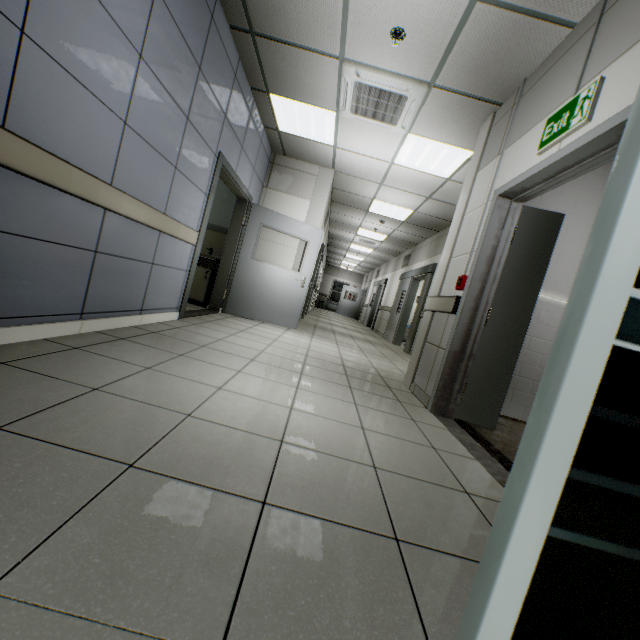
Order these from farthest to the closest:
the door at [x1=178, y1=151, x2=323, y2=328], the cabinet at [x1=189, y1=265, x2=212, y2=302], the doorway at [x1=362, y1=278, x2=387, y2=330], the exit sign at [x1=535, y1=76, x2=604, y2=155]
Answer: the doorway at [x1=362, y1=278, x2=387, y2=330]
the cabinet at [x1=189, y1=265, x2=212, y2=302]
the door at [x1=178, y1=151, x2=323, y2=328]
the exit sign at [x1=535, y1=76, x2=604, y2=155]

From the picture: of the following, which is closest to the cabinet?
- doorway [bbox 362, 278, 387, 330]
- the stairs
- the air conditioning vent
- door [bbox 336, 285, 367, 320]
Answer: the air conditioning vent

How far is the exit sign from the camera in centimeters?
197cm

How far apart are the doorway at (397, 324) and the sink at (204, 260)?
4.9 meters

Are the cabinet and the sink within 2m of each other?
yes

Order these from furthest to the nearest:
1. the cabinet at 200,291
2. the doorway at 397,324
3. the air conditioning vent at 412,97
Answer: the doorway at 397,324 → the cabinet at 200,291 → the air conditioning vent at 412,97

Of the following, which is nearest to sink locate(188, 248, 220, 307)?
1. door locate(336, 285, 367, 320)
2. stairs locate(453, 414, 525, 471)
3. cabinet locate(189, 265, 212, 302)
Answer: cabinet locate(189, 265, 212, 302)

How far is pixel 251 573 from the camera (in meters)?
0.87
